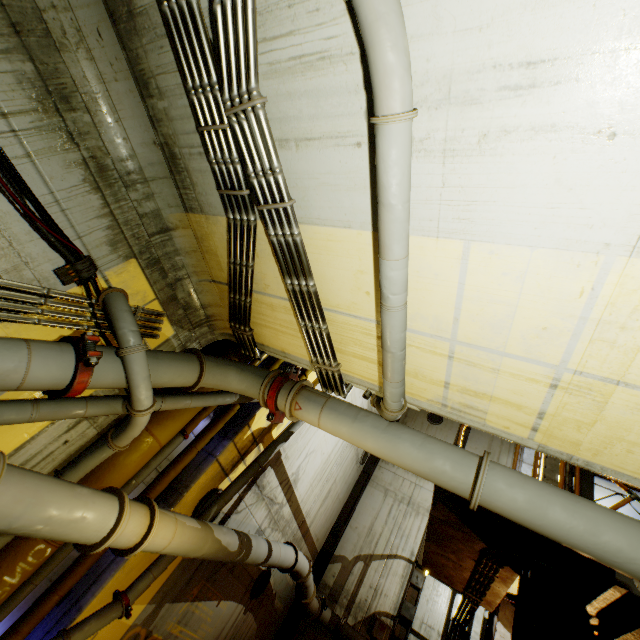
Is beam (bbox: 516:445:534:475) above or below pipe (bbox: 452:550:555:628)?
above

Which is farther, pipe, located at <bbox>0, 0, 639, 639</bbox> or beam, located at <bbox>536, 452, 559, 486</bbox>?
beam, located at <bbox>536, 452, 559, 486</bbox>

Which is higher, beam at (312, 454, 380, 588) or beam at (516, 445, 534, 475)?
beam at (516, 445, 534, 475)

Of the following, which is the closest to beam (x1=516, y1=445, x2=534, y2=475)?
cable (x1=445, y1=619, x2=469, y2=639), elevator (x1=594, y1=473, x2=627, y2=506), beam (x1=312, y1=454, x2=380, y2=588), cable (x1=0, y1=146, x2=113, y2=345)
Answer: elevator (x1=594, y1=473, x2=627, y2=506)

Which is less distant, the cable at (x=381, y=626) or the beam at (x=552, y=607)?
the beam at (x=552, y=607)

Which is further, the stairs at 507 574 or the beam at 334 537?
the beam at 334 537

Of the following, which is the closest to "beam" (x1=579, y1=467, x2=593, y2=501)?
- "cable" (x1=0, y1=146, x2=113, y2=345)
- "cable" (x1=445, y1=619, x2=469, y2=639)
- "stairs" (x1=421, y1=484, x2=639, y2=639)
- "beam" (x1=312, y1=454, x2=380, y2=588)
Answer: "stairs" (x1=421, y1=484, x2=639, y2=639)

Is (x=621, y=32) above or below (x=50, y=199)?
above
